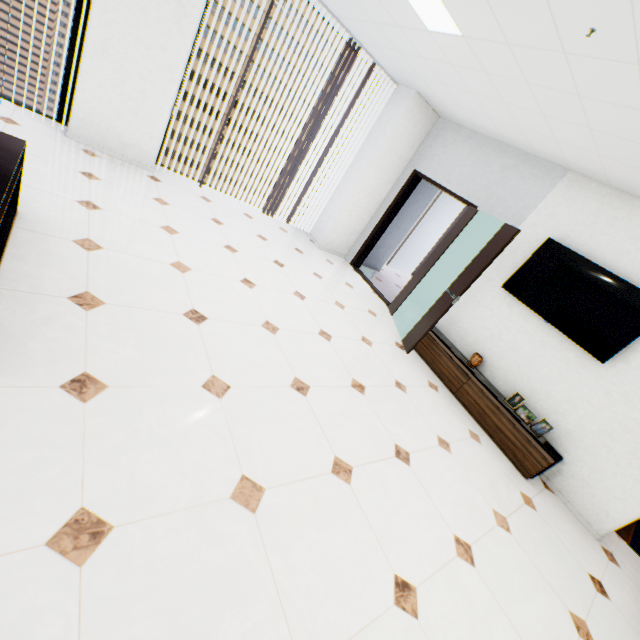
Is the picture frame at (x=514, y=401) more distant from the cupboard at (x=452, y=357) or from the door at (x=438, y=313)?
the door at (x=438, y=313)

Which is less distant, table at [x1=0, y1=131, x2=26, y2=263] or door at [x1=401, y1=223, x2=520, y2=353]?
table at [x1=0, y1=131, x2=26, y2=263]

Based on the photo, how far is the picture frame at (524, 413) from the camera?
3.92m

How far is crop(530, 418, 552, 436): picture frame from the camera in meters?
3.8 m

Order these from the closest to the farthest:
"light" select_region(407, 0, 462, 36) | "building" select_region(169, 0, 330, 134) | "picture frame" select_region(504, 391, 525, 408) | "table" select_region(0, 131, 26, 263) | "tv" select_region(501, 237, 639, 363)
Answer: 1. "table" select_region(0, 131, 26, 263)
2. "light" select_region(407, 0, 462, 36)
3. "tv" select_region(501, 237, 639, 363)
4. "picture frame" select_region(504, 391, 525, 408)
5. "building" select_region(169, 0, 330, 134)

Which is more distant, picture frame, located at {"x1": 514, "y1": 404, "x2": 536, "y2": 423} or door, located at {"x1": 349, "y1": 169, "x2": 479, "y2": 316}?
door, located at {"x1": 349, "y1": 169, "x2": 479, "y2": 316}

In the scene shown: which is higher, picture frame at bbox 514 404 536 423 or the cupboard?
picture frame at bbox 514 404 536 423

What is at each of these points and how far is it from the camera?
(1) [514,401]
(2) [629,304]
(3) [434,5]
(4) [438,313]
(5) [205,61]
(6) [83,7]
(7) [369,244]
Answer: (1) picture frame, 4.1m
(2) tv, 3.4m
(3) light, 2.7m
(4) door, 4.3m
(5) building, 55.3m
(6) window, 3.7m
(7) door, 6.5m
